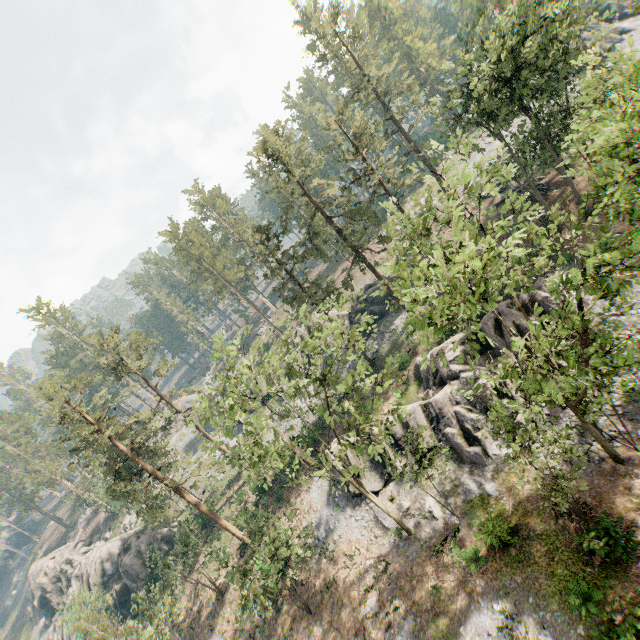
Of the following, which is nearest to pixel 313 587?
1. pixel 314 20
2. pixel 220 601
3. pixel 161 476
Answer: pixel 220 601

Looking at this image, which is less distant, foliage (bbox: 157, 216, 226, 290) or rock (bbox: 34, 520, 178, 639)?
rock (bbox: 34, 520, 178, 639)

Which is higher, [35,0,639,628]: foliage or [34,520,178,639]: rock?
[35,0,639,628]: foliage

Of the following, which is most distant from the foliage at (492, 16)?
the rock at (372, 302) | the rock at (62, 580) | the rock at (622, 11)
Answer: the rock at (62, 580)

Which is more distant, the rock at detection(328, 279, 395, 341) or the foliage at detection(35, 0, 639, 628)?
the rock at detection(328, 279, 395, 341)

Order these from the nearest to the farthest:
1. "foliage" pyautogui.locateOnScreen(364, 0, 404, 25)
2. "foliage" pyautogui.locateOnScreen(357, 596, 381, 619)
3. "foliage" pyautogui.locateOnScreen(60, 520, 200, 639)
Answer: "foliage" pyautogui.locateOnScreen(357, 596, 381, 619)
"foliage" pyautogui.locateOnScreen(60, 520, 200, 639)
"foliage" pyautogui.locateOnScreen(364, 0, 404, 25)

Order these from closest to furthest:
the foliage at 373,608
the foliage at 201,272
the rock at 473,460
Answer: the foliage at 373,608, the rock at 473,460, the foliage at 201,272

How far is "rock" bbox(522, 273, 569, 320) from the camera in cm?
2244
